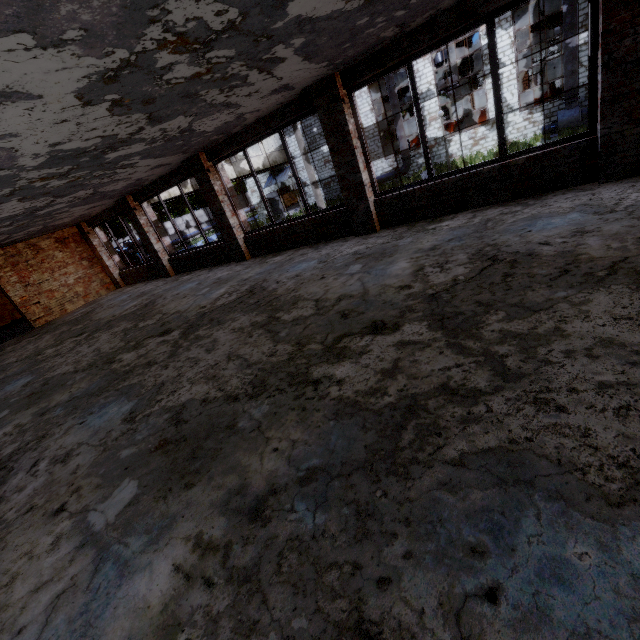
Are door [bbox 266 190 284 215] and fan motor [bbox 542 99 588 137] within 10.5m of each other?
no

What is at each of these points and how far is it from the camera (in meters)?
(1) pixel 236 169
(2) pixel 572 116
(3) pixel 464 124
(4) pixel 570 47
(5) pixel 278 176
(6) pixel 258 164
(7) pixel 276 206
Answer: (1) building, 24.30
(2) fan motor, 17.72
(3) cable machine, 23.89
(4) pipe, 16.62
(5) awning, 29.70
(6) building, 26.16
(7) door, 32.16

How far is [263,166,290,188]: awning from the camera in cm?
2894

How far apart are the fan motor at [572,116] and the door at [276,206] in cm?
2130

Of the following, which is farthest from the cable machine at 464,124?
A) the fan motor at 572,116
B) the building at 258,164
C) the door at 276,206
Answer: the door at 276,206

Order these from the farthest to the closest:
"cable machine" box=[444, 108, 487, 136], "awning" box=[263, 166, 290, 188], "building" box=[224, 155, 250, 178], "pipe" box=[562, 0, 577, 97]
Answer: "awning" box=[263, 166, 290, 188] < "building" box=[224, 155, 250, 178] < "cable machine" box=[444, 108, 487, 136] < "pipe" box=[562, 0, 577, 97]

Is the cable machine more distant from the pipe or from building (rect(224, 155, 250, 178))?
building (rect(224, 155, 250, 178))

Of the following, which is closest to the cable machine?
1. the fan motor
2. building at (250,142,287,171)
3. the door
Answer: the fan motor
